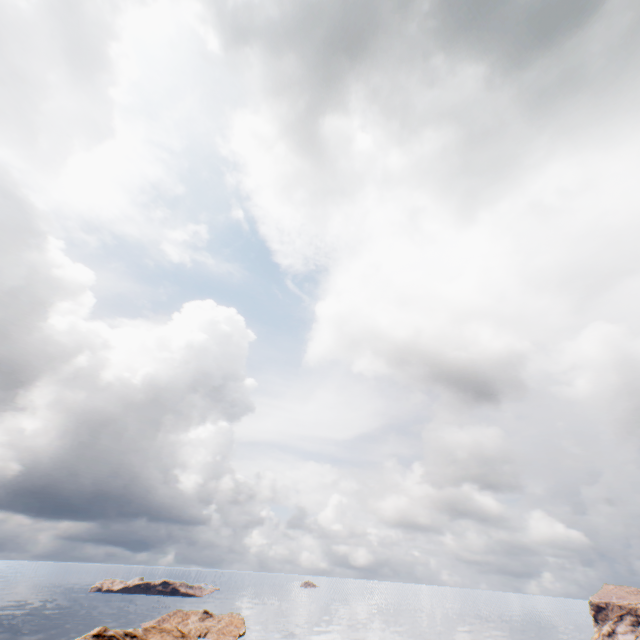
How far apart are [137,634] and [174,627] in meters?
6.9
